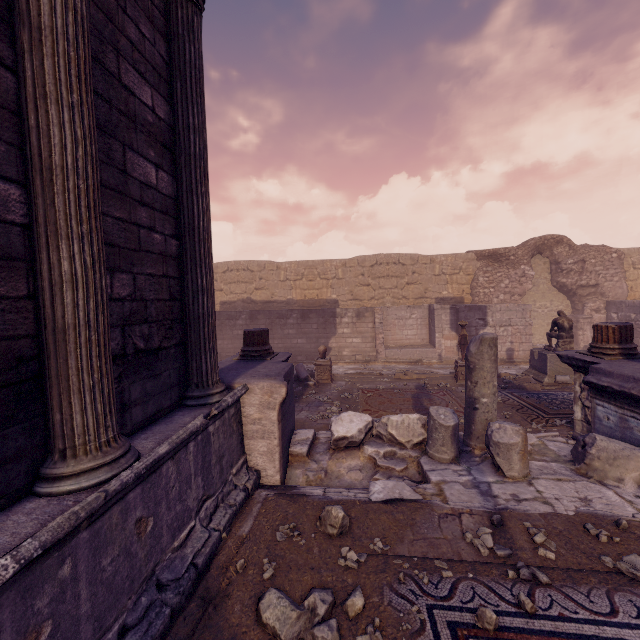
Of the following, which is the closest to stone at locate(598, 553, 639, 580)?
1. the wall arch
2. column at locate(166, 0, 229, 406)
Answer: column at locate(166, 0, 229, 406)

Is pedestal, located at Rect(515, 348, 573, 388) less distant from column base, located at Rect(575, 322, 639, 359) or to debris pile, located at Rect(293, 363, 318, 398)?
column base, located at Rect(575, 322, 639, 359)

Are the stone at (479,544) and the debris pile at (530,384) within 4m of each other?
no

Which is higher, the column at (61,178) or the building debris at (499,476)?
the column at (61,178)

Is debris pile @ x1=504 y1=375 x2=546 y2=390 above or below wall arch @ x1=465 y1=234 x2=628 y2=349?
below

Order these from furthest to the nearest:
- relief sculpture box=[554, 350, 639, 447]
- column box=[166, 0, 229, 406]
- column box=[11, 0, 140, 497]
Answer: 1. relief sculpture box=[554, 350, 639, 447]
2. column box=[166, 0, 229, 406]
3. column box=[11, 0, 140, 497]

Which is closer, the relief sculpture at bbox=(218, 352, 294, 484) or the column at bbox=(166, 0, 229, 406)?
the column at bbox=(166, 0, 229, 406)

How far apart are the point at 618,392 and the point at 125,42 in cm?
720
